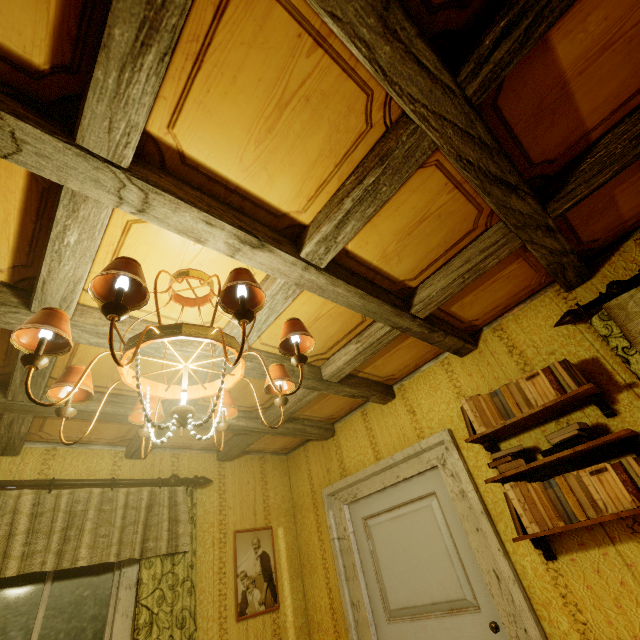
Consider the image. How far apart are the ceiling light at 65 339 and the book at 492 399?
1.3m

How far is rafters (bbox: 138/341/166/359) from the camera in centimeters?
171cm

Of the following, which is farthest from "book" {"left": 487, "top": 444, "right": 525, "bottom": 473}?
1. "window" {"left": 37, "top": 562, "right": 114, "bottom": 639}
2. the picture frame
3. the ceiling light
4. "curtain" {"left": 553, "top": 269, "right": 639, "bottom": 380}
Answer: "window" {"left": 37, "top": 562, "right": 114, "bottom": 639}

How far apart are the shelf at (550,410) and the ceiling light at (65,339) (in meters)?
1.29

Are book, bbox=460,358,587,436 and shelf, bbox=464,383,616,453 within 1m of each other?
yes

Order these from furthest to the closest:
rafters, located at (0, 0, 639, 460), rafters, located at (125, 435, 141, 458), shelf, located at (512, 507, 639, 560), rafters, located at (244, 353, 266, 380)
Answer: rafters, located at (125, 435, 141, 458), rafters, located at (244, 353, 266, 380), shelf, located at (512, 507, 639, 560), rafters, located at (0, 0, 639, 460)

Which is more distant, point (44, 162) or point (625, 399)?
point (625, 399)
